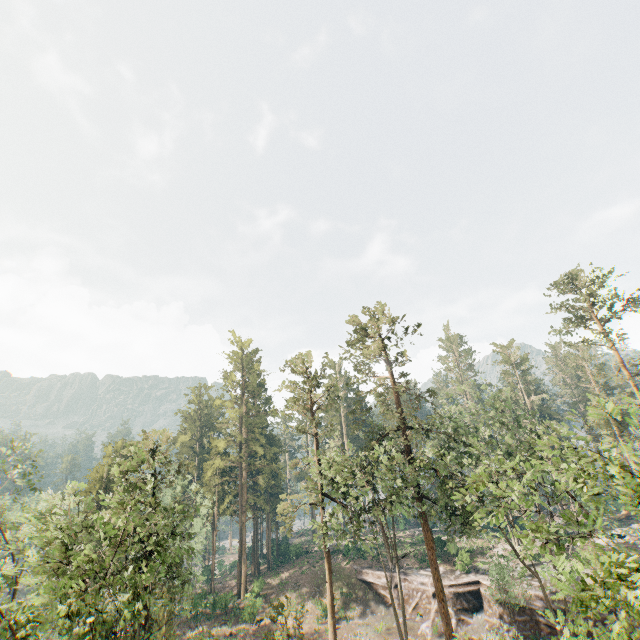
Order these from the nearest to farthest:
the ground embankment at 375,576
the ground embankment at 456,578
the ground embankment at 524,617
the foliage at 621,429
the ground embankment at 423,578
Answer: the foliage at 621,429
the ground embankment at 524,617
the ground embankment at 456,578
the ground embankment at 423,578
the ground embankment at 375,576

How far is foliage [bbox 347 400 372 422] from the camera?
33.3m

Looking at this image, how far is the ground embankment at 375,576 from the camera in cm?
3838

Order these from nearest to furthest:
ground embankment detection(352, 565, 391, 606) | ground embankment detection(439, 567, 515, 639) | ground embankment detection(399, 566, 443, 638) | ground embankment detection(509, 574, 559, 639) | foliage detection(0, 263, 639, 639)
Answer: foliage detection(0, 263, 639, 639) < ground embankment detection(509, 574, 559, 639) < ground embankment detection(439, 567, 515, 639) < ground embankment detection(399, 566, 443, 638) < ground embankment detection(352, 565, 391, 606)

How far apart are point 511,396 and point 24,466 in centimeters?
6362cm

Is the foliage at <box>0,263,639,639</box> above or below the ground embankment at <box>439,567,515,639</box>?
above

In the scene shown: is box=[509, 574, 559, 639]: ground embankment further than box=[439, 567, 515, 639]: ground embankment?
No

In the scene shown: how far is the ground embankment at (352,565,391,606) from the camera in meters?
38.4 m
